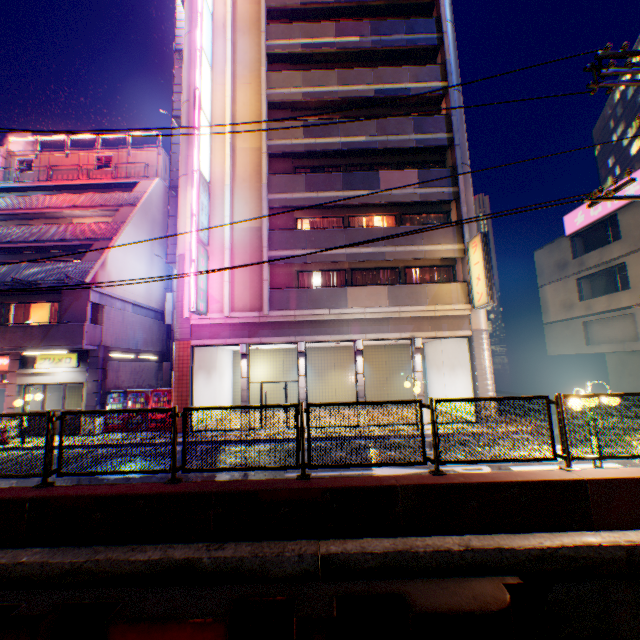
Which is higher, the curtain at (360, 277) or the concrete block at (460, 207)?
the concrete block at (460, 207)

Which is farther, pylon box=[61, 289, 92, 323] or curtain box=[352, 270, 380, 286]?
curtain box=[352, 270, 380, 286]

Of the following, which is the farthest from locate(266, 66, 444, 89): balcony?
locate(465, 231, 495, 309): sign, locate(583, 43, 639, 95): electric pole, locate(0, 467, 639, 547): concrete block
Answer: locate(0, 467, 639, 547): concrete block

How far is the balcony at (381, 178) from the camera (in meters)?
16.98

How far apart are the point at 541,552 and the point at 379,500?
2.37m

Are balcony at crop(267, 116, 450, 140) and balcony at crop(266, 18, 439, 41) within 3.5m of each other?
no

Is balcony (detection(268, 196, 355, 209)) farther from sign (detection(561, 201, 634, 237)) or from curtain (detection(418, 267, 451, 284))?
sign (detection(561, 201, 634, 237))

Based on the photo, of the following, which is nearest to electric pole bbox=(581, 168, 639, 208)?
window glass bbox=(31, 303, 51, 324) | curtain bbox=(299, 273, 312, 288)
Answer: window glass bbox=(31, 303, 51, 324)
